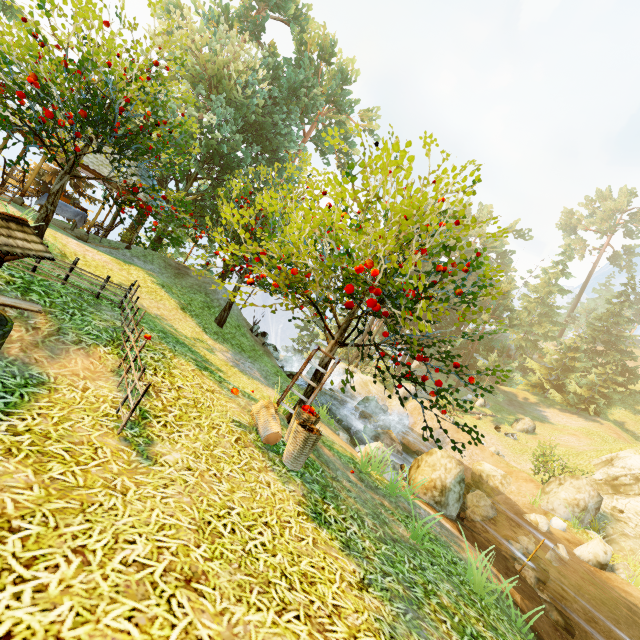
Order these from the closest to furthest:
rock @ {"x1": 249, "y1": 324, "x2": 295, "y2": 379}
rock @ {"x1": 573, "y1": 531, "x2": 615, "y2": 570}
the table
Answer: rock @ {"x1": 573, "y1": 531, "x2": 615, "y2": 570}, the table, rock @ {"x1": 249, "y1": 324, "x2": 295, "y2": 379}

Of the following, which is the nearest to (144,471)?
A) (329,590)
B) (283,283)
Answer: (329,590)

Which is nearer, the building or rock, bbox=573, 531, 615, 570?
the building

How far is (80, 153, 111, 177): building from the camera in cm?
1227

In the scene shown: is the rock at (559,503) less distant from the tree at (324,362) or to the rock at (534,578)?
the tree at (324,362)

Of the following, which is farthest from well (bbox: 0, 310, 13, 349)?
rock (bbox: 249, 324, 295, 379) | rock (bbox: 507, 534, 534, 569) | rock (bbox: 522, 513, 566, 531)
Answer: rock (bbox: 522, 513, 566, 531)

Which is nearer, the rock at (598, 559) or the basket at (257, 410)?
the basket at (257, 410)

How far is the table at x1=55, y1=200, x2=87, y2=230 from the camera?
13.8m
